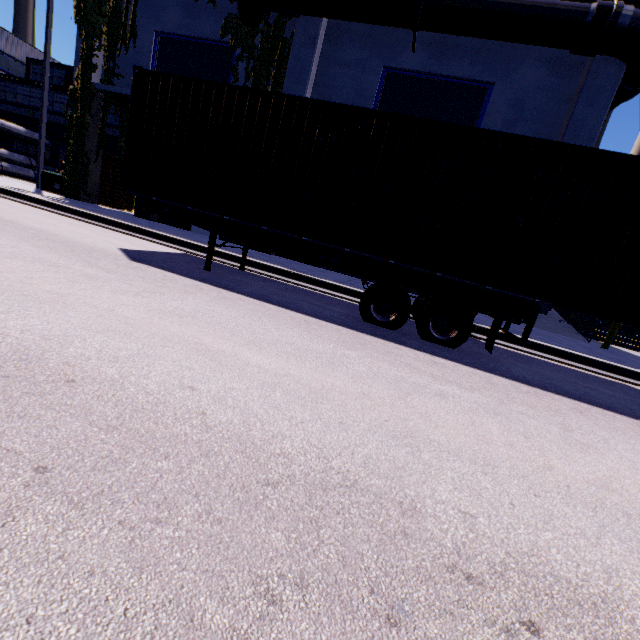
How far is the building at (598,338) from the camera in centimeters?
1423cm

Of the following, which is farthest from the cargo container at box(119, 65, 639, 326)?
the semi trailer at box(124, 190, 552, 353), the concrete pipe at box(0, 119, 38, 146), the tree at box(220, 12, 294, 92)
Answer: the concrete pipe at box(0, 119, 38, 146)

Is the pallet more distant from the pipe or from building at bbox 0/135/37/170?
the pipe

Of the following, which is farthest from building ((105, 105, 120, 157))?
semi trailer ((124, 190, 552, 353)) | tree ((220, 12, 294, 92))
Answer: semi trailer ((124, 190, 552, 353))

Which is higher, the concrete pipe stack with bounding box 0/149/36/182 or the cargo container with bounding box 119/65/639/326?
the cargo container with bounding box 119/65/639/326

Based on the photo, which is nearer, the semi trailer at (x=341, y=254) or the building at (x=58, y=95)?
the semi trailer at (x=341, y=254)

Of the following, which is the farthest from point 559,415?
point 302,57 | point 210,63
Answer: point 210,63
